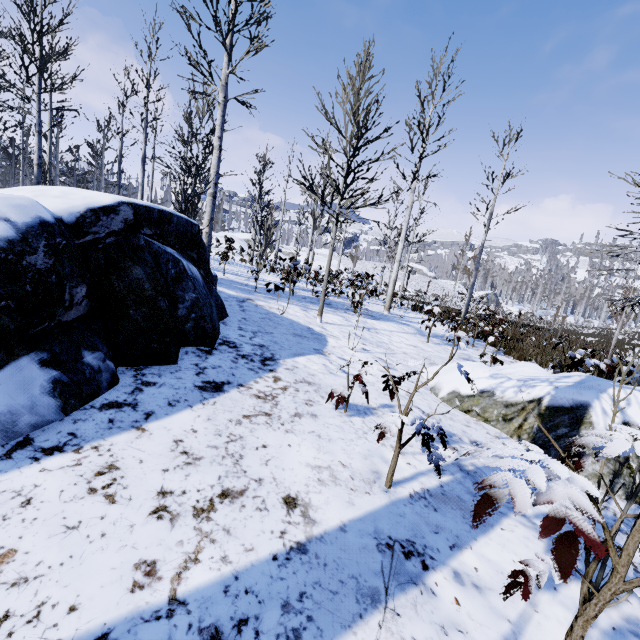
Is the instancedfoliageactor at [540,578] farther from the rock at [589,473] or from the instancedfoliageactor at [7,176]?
the instancedfoliageactor at [7,176]

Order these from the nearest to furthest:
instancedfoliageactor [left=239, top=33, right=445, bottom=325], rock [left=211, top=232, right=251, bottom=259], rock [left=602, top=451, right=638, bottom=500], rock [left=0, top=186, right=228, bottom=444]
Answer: rock [left=0, top=186, right=228, bottom=444] < rock [left=602, top=451, right=638, bottom=500] < instancedfoliageactor [left=239, top=33, right=445, bottom=325] < rock [left=211, top=232, right=251, bottom=259]

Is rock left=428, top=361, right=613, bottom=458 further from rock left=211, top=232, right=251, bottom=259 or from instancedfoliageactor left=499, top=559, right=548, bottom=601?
rock left=211, top=232, right=251, bottom=259

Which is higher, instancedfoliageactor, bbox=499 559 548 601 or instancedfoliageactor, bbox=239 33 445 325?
instancedfoliageactor, bbox=239 33 445 325

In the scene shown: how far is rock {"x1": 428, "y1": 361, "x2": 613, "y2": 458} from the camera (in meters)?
3.11

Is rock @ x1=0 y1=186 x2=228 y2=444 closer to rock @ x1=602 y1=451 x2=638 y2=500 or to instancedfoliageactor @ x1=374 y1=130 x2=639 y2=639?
rock @ x1=602 y1=451 x2=638 y2=500

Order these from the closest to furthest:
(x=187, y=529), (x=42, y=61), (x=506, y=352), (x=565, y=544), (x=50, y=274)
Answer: (x=565, y=544) → (x=187, y=529) → (x=50, y=274) → (x=42, y=61) → (x=506, y=352)

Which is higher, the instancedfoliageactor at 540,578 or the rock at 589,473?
the instancedfoliageactor at 540,578
